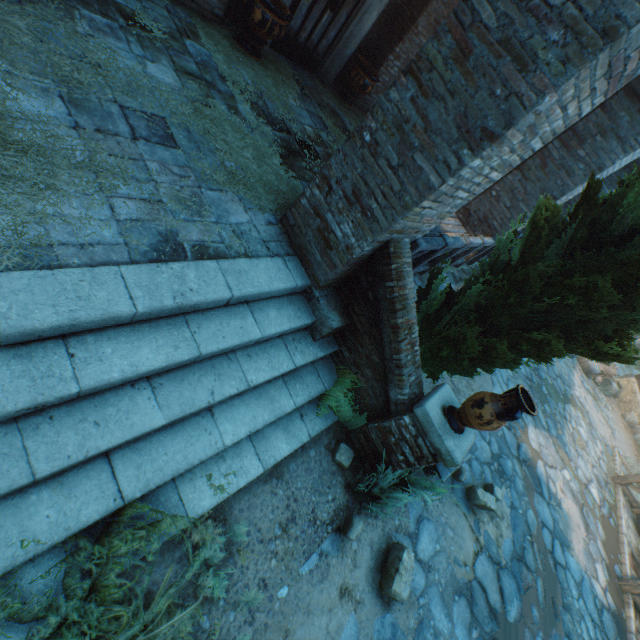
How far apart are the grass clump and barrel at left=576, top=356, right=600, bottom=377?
15.9m

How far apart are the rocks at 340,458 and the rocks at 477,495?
2.7 meters

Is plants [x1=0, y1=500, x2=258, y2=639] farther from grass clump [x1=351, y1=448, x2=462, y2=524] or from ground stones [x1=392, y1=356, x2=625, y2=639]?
grass clump [x1=351, y1=448, x2=462, y2=524]

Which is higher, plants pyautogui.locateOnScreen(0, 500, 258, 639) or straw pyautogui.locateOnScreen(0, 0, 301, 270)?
straw pyautogui.locateOnScreen(0, 0, 301, 270)

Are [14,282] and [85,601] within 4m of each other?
yes

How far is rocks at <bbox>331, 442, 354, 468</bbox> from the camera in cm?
388

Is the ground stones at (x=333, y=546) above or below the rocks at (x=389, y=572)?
below

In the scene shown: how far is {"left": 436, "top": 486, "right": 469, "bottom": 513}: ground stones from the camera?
5.15m
